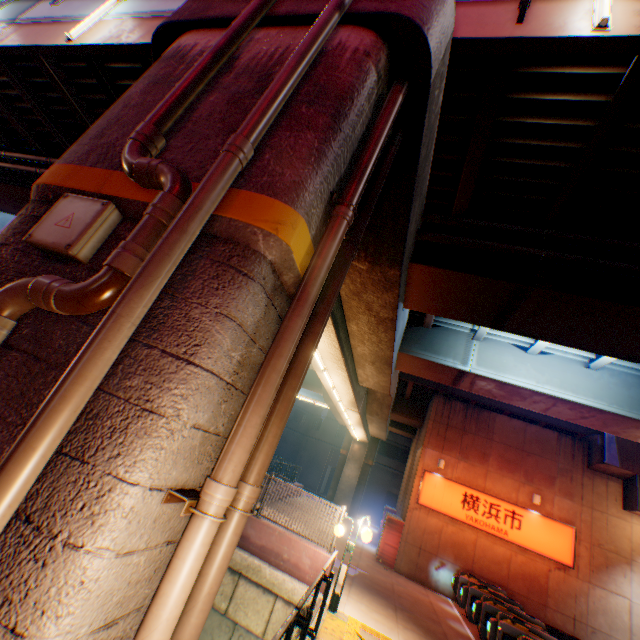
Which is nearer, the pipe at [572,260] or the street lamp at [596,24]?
the street lamp at [596,24]

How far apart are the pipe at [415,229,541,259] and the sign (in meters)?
13.43

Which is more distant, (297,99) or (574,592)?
(574,592)

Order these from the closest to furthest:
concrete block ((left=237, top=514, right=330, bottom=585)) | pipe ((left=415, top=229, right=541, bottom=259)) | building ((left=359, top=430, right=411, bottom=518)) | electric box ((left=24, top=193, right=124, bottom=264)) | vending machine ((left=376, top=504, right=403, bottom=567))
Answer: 1. electric box ((left=24, top=193, right=124, bottom=264))
2. pipe ((left=415, top=229, right=541, bottom=259))
3. concrete block ((left=237, top=514, right=330, bottom=585))
4. vending machine ((left=376, top=504, right=403, bottom=567))
5. building ((left=359, top=430, right=411, bottom=518))

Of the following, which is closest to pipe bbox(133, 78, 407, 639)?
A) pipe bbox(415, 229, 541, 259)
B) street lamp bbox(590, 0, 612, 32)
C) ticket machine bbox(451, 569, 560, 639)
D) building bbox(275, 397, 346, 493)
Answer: street lamp bbox(590, 0, 612, 32)

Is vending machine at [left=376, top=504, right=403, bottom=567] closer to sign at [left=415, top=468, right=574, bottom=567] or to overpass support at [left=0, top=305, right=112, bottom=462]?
sign at [left=415, top=468, right=574, bottom=567]

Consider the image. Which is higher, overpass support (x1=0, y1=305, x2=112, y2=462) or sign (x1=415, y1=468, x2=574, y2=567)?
sign (x1=415, y1=468, x2=574, y2=567)

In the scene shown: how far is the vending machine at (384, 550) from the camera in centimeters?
1545cm
